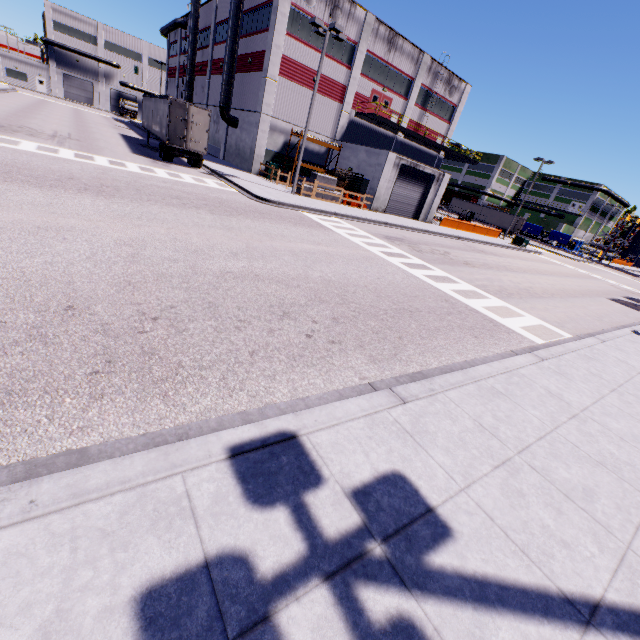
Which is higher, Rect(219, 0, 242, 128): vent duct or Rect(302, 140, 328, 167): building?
Rect(219, 0, 242, 128): vent duct

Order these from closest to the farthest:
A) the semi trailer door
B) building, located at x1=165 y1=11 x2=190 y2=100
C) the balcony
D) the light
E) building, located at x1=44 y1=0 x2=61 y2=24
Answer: the light → the semi trailer door → the balcony → building, located at x1=165 y1=11 x2=190 y2=100 → building, located at x1=44 y1=0 x2=61 y2=24

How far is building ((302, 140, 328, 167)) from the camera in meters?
31.0 m

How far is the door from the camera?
31.7 meters

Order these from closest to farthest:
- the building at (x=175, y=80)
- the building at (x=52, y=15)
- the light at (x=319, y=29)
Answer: the light at (x=319, y=29) < the building at (x=175, y=80) < the building at (x=52, y=15)

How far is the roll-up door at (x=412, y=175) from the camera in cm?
2916

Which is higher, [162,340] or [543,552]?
[543,552]
